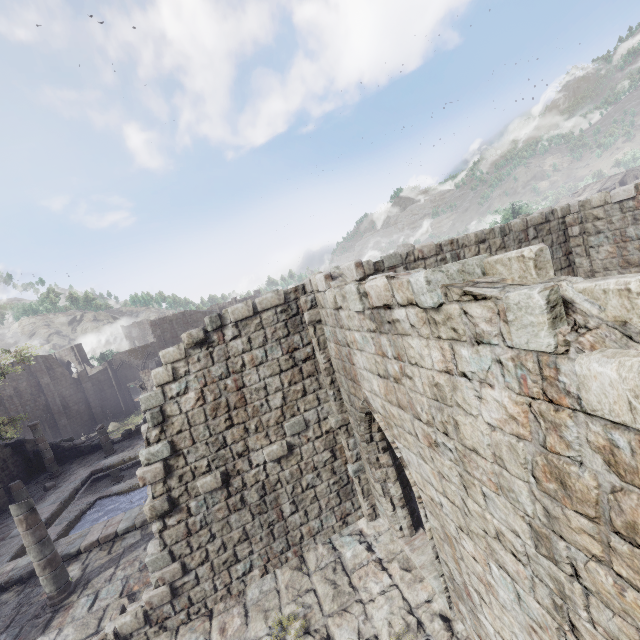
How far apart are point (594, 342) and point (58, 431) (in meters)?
55.80
